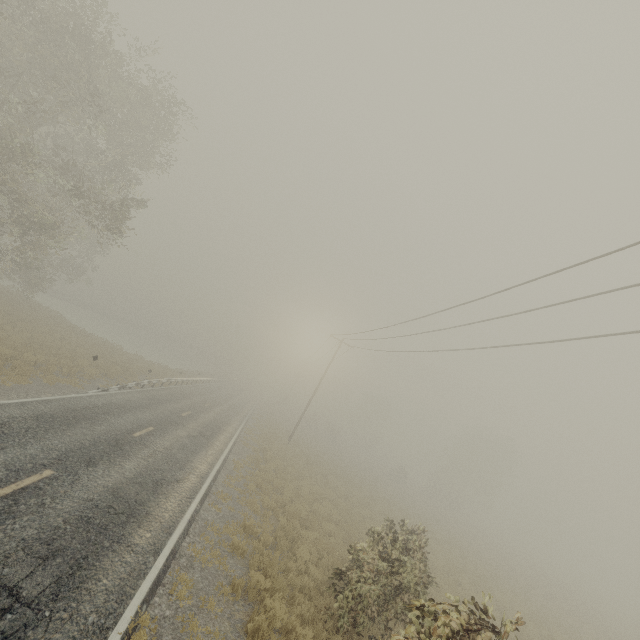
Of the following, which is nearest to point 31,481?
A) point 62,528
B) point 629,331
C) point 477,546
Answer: point 62,528
